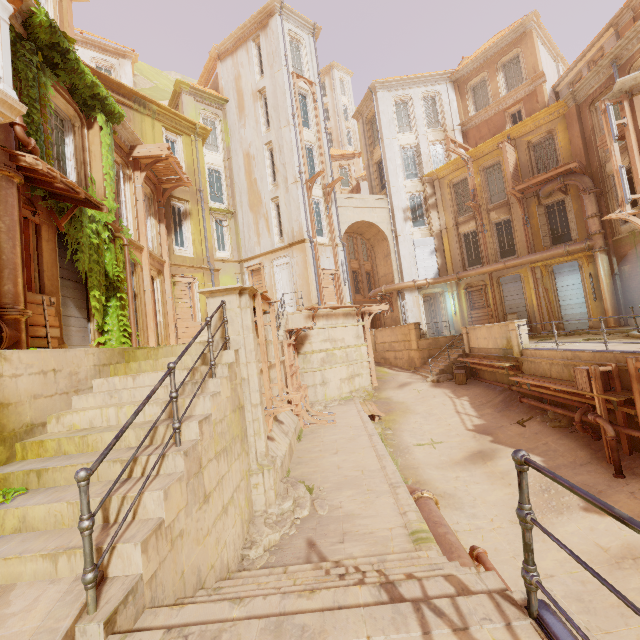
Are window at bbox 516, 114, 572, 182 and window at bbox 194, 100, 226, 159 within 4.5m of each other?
no

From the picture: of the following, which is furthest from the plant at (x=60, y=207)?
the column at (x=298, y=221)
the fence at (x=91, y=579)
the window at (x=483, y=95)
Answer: the window at (x=483, y=95)

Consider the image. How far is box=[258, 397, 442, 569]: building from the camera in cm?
496

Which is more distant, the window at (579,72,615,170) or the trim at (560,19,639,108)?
the window at (579,72,615,170)

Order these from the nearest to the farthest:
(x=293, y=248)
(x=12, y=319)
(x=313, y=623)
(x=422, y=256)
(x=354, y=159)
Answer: (x=313, y=623) < (x=12, y=319) < (x=293, y=248) < (x=422, y=256) < (x=354, y=159)

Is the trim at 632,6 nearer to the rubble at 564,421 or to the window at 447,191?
the window at 447,191

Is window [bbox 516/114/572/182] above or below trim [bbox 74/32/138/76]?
below

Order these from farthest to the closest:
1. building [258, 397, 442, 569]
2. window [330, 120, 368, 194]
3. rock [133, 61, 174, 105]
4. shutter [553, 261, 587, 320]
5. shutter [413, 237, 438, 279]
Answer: rock [133, 61, 174, 105]
window [330, 120, 368, 194]
shutter [413, 237, 438, 279]
shutter [553, 261, 587, 320]
building [258, 397, 442, 569]
